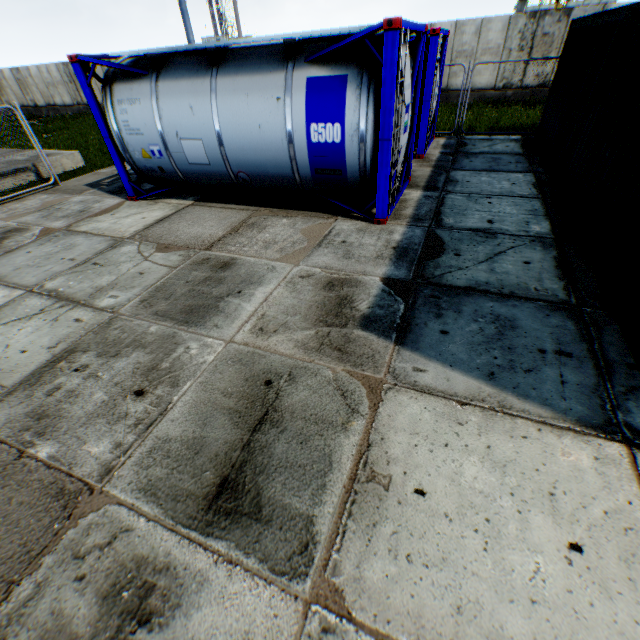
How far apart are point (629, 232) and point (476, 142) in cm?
890

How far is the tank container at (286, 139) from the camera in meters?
5.3

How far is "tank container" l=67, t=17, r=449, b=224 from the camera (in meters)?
5.31

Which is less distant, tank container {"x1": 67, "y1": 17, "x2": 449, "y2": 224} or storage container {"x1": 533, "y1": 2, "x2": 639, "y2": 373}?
storage container {"x1": 533, "y1": 2, "x2": 639, "y2": 373}

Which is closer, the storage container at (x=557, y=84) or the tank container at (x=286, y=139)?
the storage container at (x=557, y=84)
